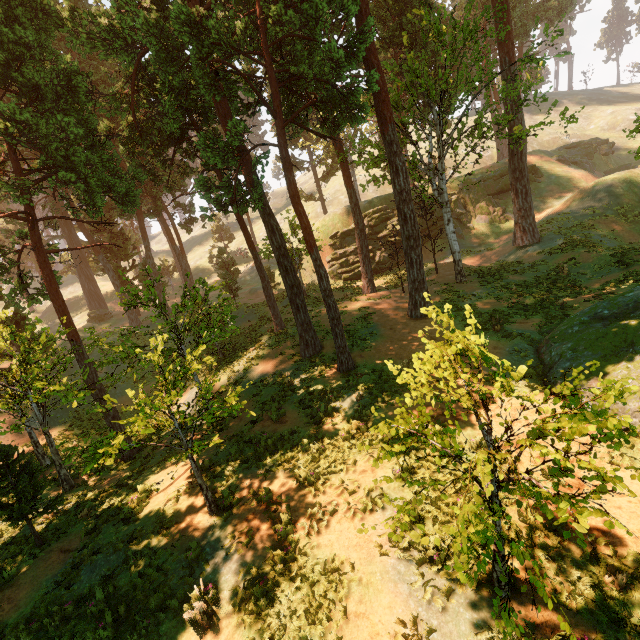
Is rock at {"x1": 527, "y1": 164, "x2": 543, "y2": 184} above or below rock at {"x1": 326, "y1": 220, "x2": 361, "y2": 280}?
above

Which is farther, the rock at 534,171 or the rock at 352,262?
the rock at 534,171

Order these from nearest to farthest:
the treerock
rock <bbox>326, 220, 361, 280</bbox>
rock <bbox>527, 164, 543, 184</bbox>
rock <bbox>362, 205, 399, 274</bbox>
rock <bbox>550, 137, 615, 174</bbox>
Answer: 1. the treerock
2. rock <bbox>362, 205, 399, 274</bbox>
3. rock <bbox>326, 220, 361, 280</bbox>
4. rock <bbox>527, 164, 543, 184</bbox>
5. rock <bbox>550, 137, 615, 174</bbox>

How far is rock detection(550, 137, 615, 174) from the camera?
43.47m

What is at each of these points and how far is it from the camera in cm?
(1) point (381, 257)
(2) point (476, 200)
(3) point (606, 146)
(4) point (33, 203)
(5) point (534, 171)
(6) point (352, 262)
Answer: (1) rock, 3544
(2) rock, 3919
(3) rock, 4744
(4) treerock, 2842
(5) rock, 3981
(6) rock, 3625

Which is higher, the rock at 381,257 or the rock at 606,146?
the rock at 606,146

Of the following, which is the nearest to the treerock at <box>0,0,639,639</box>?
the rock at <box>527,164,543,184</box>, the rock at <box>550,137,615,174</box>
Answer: the rock at <box>527,164,543,184</box>

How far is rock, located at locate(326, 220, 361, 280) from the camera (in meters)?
36.06
